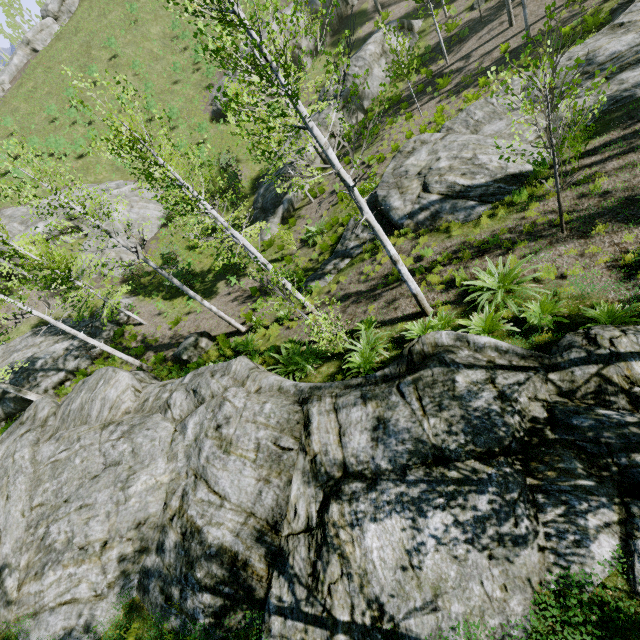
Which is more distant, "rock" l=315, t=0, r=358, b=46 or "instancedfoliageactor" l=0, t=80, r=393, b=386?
"rock" l=315, t=0, r=358, b=46

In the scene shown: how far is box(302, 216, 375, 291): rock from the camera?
13.31m

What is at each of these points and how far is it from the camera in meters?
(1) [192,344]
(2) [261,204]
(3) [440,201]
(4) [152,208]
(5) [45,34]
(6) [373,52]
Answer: (1) rock, 14.2 m
(2) rock, 22.4 m
(3) rock, 11.2 m
(4) rock, 25.1 m
(5) rock, 39.5 m
(6) rock, 22.4 m

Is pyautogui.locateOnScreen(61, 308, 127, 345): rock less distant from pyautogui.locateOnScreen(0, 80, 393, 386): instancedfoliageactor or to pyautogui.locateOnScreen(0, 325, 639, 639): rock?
pyautogui.locateOnScreen(0, 80, 393, 386): instancedfoliageactor

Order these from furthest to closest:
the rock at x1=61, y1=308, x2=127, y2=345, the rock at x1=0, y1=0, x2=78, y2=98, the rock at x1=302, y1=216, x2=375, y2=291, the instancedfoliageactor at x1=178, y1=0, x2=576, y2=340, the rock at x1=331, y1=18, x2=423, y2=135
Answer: the rock at x1=0, y1=0, x2=78, y2=98 < the rock at x1=331, y1=18, x2=423, y2=135 < the rock at x1=61, y1=308, x2=127, y2=345 < the rock at x1=302, y1=216, x2=375, y2=291 < the instancedfoliageactor at x1=178, y1=0, x2=576, y2=340

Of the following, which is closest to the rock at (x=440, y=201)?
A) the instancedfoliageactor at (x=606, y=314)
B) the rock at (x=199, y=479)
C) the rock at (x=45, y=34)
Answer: the rock at (x=199, y=479)

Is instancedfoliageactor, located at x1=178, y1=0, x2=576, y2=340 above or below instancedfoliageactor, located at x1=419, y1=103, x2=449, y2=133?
above

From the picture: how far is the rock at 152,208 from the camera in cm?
2423
